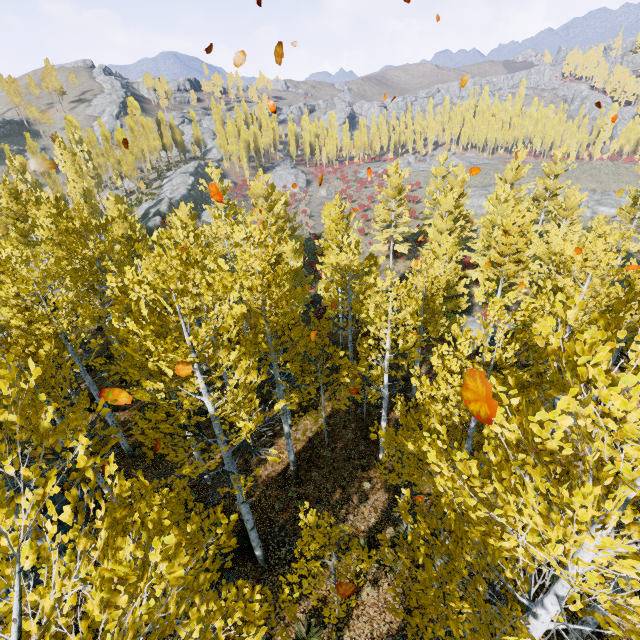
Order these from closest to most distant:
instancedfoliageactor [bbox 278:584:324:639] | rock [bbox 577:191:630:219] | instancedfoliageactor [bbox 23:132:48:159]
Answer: instancedfoliageactor [bbox 278:584:324:639], rock [bbox 577:191:630:219], instancedfoliageactor [bbox 23:132:48:159]

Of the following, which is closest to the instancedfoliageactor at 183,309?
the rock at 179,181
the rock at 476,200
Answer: the rock at 179,181

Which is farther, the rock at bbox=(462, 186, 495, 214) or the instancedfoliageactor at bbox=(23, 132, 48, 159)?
the instancedfoliageactor at bbox=(23, 132, 48, 159)

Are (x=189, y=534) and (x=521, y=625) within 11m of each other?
yes

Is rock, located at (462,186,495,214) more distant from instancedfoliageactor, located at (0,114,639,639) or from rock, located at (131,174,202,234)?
rock, located at (131,174,202,234)

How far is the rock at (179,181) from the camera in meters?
45.9 m
